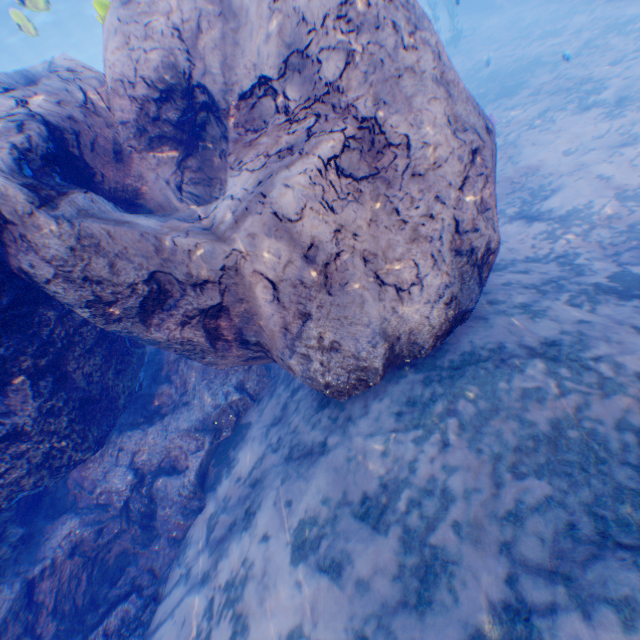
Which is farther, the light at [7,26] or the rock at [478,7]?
the rock at [478,7]

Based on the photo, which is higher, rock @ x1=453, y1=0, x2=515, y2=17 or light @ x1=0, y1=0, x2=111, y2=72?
light @ x1=0, y1=0, x2=111, y2=72

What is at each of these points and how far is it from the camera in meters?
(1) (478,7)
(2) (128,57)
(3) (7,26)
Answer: (1) rock, 21.1
(2) rock, 4.4
(3) light, 23.0

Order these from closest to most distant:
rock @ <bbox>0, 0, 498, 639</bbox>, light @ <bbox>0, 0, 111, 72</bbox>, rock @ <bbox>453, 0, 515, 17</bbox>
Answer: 1. rock @ <bbox>0, 0, 498, 639</bbox>
2. light @ <bbox>0, 0, 111, 72</bbox>
3. rock @ <bbox>453, 0, 515, 17</bbox>

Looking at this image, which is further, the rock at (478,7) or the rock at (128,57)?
the rock at (478,7)

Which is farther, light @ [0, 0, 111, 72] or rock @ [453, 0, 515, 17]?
rock @ [453, 0, 515, 17]

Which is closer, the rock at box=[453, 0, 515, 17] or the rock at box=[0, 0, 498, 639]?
the rock at box=[0, 0, 498, 639]
